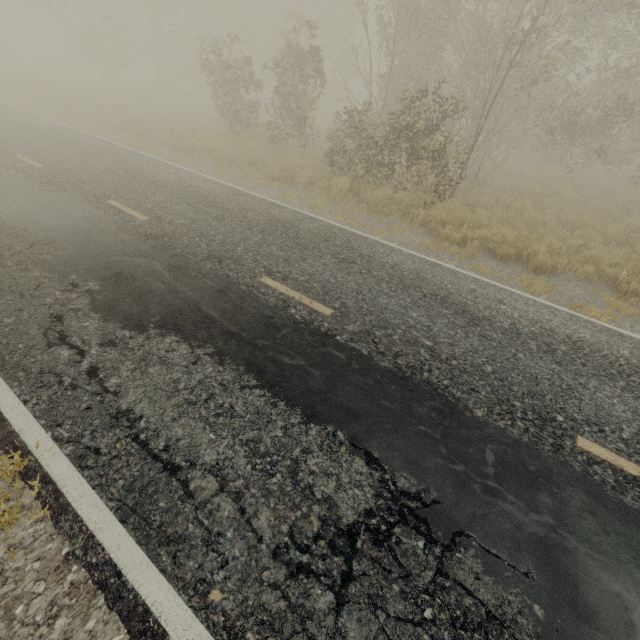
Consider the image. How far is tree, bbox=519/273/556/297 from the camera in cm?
694

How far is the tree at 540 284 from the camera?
6.94m

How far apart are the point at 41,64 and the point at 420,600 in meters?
58.2 m
